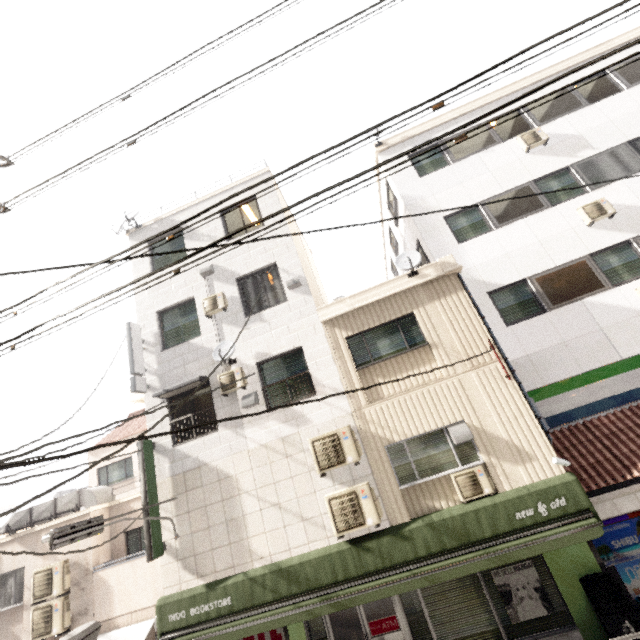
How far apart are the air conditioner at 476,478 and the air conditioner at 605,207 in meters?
7.7 m

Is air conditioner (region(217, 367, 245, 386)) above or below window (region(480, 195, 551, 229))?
below

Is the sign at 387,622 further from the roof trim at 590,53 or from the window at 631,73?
the window at 631,73

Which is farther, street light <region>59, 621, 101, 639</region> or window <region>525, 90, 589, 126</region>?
window <region>525, 90, 589, 126</region>

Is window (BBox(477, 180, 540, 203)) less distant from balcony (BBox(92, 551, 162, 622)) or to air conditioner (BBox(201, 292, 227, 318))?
air conditioner (BBox(201, 292, 227, 318))

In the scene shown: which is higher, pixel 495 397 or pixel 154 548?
pixel 495 397

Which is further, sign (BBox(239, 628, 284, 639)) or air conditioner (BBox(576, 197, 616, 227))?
air conditioner (BBox(576, 197, 616, 227))

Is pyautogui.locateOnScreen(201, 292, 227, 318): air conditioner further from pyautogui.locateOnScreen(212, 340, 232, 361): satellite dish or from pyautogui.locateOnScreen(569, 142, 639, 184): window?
pyautogui.locateOnScreen(569, 142, 639, 184): window
